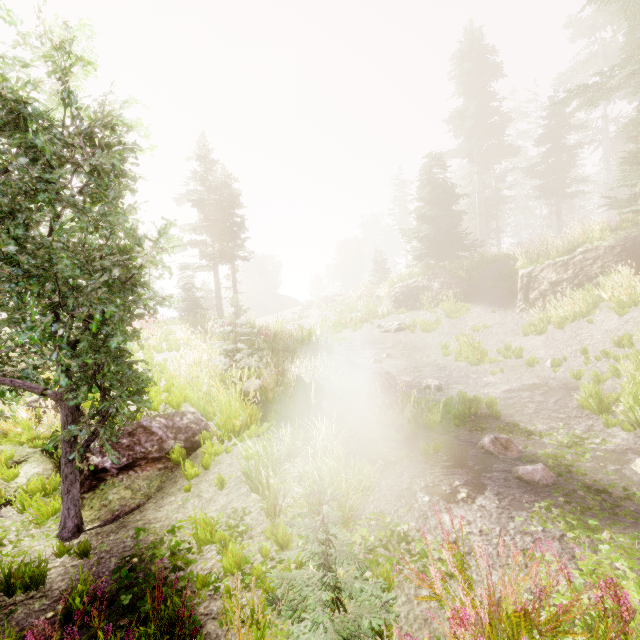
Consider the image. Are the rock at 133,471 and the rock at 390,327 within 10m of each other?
no

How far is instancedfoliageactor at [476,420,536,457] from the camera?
6.03m

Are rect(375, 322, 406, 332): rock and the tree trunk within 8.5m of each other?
no

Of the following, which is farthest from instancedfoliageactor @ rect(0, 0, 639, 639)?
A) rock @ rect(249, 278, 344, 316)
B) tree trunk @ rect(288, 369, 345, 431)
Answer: tree trunk @ rect(288, 369, 345, 431)

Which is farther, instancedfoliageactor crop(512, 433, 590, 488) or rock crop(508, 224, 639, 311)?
rock crop(508, 224, 639, 311)

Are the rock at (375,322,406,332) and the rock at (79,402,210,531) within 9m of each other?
no

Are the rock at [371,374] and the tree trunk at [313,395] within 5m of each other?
yes

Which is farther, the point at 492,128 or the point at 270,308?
the point at 270,308
